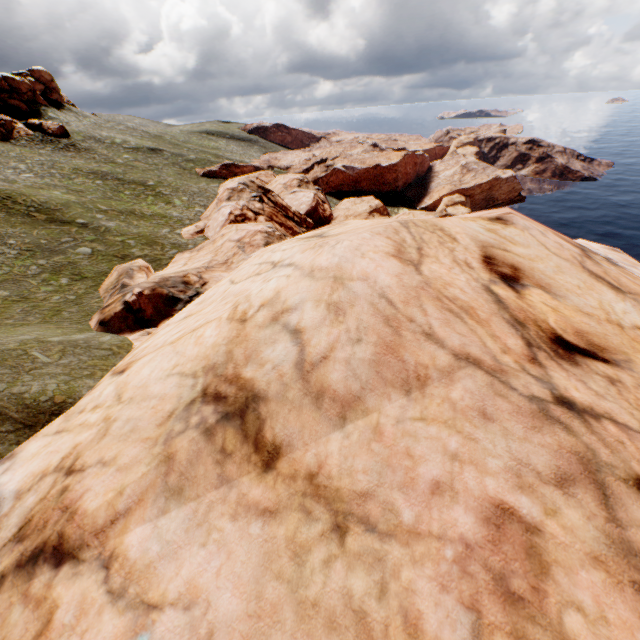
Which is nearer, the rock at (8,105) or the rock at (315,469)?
the rock at (315,469)

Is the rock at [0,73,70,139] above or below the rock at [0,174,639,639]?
above

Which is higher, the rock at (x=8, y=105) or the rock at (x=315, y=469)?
the rock at (x=8, y=105)

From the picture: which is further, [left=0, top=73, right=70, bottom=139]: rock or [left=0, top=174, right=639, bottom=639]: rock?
[left=0, top=73, right=70, bottom=139]: rock

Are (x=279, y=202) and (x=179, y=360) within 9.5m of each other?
no
